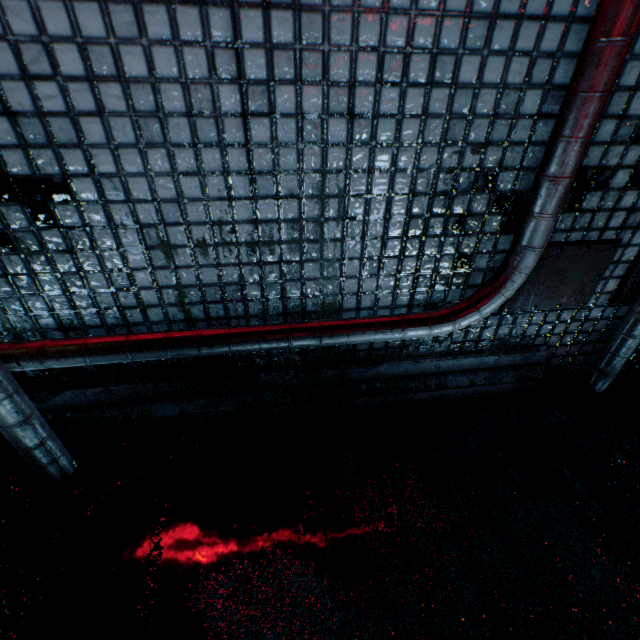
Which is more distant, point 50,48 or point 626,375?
point 626,375

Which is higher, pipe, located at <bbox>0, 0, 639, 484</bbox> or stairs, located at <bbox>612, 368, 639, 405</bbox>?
pipe, located at <bbox>0, 0, 639, 484</bbox>

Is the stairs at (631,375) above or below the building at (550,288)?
below

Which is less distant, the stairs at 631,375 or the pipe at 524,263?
the pipe at 524,263

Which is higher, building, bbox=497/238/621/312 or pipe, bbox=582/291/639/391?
building, bbox=497/238/621/312

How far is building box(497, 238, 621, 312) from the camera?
1.1 meters

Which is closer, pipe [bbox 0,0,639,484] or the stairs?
pipe [bbox 0,0,639,484]
